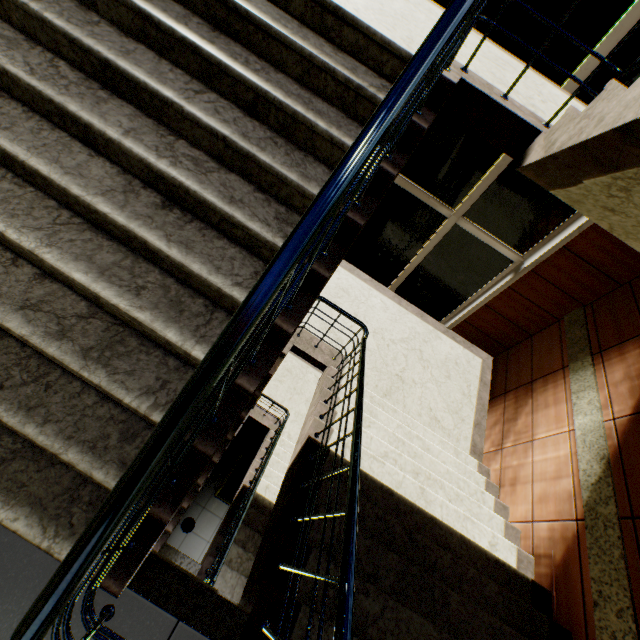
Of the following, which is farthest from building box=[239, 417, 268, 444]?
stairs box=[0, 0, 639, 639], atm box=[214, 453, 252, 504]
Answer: atm box=[214, 453, 252, 504]

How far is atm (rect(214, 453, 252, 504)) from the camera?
6.6 meters

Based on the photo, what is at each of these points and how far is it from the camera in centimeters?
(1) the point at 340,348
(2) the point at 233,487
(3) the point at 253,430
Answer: (1) stairs, 493cm
(2) atm, 662cm
(3) building, 828cm

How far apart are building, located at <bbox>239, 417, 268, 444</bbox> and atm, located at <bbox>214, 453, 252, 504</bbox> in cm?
83

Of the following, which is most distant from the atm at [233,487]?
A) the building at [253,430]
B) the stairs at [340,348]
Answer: the building at [253,430]

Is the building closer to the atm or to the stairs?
the stairs

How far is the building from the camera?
7.9 meters
